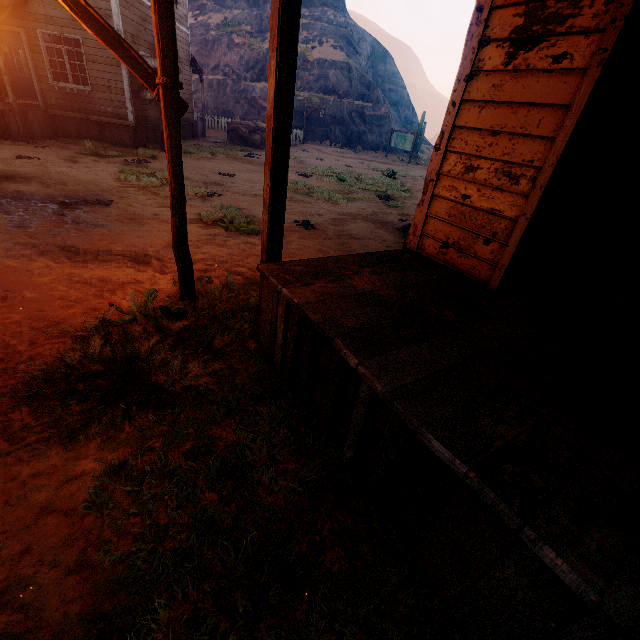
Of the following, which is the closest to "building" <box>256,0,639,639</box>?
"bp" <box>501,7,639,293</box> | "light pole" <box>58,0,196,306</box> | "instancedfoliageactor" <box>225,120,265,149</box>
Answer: "bp" <box>501,7,639,293</box>

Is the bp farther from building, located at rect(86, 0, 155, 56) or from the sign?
the sign

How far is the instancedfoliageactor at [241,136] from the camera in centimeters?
1908cm

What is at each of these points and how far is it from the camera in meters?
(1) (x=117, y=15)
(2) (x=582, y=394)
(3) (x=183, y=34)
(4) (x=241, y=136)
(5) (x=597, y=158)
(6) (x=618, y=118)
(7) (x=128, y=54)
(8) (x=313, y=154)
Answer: (1) building, 10.8
(2) building, 1.9
(3) building, 16.4
(4) instancedfoliageactor, 19.1
(5) building, 5.1
(6) building, 4.8
(7) light pole, 2.7
(8) z, 21.1

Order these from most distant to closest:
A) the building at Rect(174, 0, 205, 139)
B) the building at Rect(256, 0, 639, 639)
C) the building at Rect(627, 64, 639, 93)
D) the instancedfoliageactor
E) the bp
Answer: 1. the instancedfoliageactor
2. the building at Rect(174, 0, 205, 139)
3. the building at Rect(627, 64, 639, 93)
4. the bp
5. the building at Rect(256, 0, 639, 639)

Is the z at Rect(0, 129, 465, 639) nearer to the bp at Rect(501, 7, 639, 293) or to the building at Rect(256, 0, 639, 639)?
the building at Rect(256, 0, 639, 639)

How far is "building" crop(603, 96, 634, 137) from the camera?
4.6 meters

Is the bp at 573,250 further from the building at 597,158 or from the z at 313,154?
the z at 313,154
